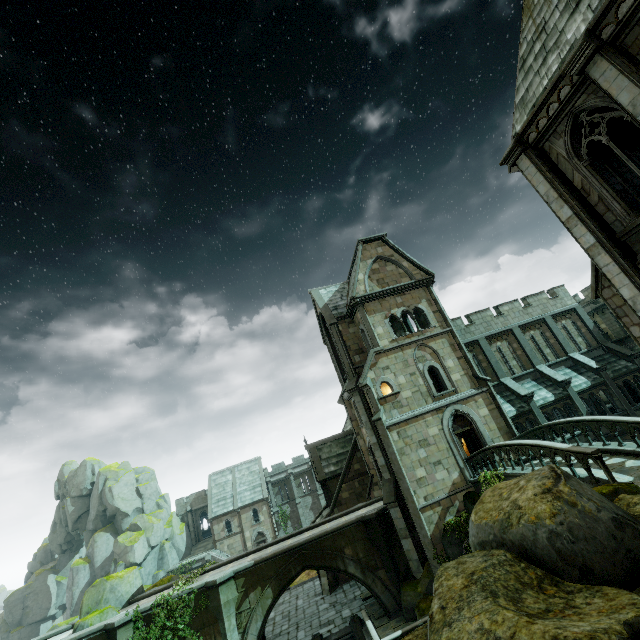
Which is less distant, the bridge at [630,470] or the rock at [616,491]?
the rock at [616,491]

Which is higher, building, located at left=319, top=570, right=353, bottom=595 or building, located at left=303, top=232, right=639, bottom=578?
building, located at left=303, top=232, right=639, bottom=578

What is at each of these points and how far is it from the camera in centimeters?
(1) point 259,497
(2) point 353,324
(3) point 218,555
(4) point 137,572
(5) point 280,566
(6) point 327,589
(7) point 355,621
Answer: (1) building, 4744cm
(2) building, 2497cm
(3) stair, 4231cm
(4) rock, 2116cm
(5) bridge, 1816cm
(6) building, 2356cm
(7) stair, 1794cm

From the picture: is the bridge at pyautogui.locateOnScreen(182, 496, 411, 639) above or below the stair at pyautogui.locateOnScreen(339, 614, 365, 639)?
above

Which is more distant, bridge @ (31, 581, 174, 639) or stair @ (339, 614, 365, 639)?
stair @ (339, 614, 365, 639)

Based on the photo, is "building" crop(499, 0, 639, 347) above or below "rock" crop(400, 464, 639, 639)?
above

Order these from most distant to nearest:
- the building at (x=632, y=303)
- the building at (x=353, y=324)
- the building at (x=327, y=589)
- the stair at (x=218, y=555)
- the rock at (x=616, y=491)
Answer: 1. the stair at (x=218, y=555)
2. the building at (x=327, y=589)
3. the building at (x=353, y=324)
4. the building at (x=632, y=303)
5. the rock at (x=616, y=491)

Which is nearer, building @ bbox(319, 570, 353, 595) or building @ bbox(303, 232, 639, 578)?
building @ bbox(303, 232, 639, 578)
